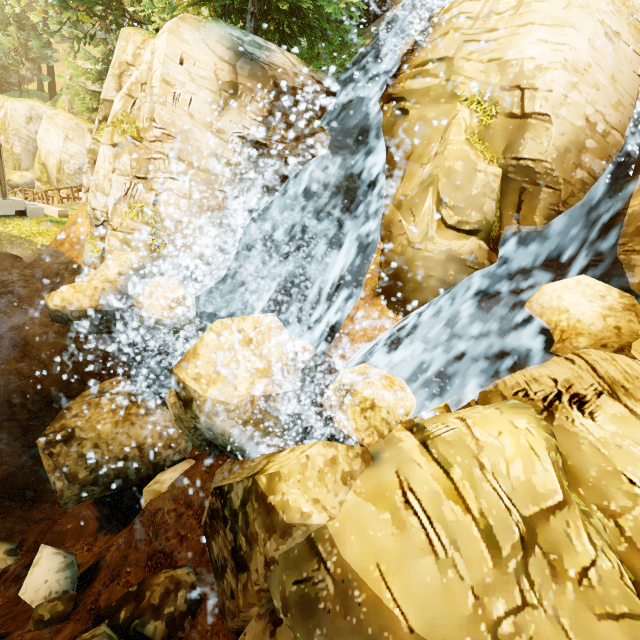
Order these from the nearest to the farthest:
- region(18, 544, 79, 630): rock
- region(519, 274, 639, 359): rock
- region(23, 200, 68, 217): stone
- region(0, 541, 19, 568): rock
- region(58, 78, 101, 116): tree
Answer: region(519, 274, 639, 359): rock < region(18, 544, 79, 630): rock < region(0, 541, 19, 568): rock < region(23, 200, 68, 217): stone < region(58, 78, 101, 116): tree

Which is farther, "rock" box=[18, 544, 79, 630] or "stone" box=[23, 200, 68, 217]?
"stone" box=[23, 200, 68, 217]

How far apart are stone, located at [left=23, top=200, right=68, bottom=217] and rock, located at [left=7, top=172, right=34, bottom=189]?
21.4 meters

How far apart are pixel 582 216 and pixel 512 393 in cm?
503

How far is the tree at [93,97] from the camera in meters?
25.1

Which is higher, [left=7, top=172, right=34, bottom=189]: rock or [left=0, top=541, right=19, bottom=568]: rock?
[left=7, top=172, right=34, bottom=189]: rock

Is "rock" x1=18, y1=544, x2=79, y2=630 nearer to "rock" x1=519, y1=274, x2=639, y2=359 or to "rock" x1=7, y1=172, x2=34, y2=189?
"rock" x1=519, y1=274, x2=639, y2=359

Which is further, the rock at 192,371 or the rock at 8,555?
the rock at 8,555
